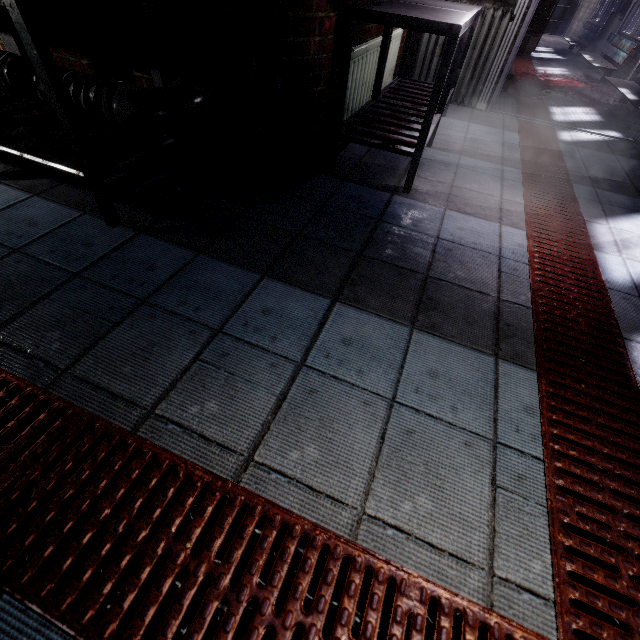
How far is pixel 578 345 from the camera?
1.40m

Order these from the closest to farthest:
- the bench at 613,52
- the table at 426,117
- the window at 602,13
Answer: the table at 426,117 < the bench at 613,52 < the window at 602,13

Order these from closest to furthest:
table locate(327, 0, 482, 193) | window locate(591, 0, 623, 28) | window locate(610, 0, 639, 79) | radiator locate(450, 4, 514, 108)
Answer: table locate(327, 0, 482, 193)
radiator locate(450, 4, 514, 108)
window locate(610, 0, 639, 79)
window locate(591, 0, 623, 28)

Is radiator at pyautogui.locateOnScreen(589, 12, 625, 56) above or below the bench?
above

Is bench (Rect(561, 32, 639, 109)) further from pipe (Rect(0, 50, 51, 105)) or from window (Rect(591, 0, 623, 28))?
pipe (Rect(0, 50, 51, 105))

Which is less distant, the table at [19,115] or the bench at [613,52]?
the table at [19,115]

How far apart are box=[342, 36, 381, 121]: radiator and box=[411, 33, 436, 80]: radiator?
1.5 meters

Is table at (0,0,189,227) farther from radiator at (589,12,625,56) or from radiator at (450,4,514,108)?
radiator at (589,12,625,56)
